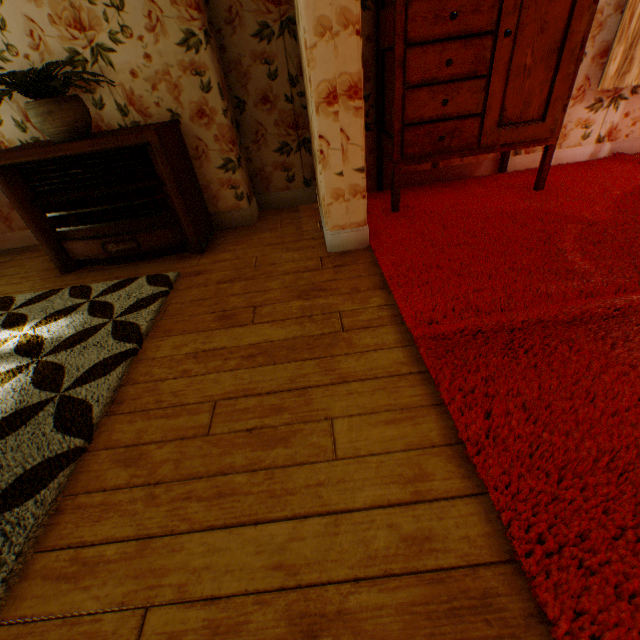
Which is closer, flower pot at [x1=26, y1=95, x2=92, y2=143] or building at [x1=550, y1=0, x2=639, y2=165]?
flower pot at [x1=26, y1=95, x2=92, y2=143]

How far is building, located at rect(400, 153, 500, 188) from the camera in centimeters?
315cm

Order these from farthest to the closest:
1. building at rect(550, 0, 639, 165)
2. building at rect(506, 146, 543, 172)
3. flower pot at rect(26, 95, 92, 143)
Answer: building at rect(506, 146, 543, 172) → building at rect(550, 0, 639, 165) → flower pot at rect(26, 95, 92, 143)

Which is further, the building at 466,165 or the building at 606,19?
the building at 466,165

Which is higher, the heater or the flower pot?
the flower pot

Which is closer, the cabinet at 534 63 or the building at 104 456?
the building at 104 456

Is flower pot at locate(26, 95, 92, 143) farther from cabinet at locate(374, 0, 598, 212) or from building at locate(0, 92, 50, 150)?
cabinet at locate(374, 0, 598, 212)

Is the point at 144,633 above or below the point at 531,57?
below
